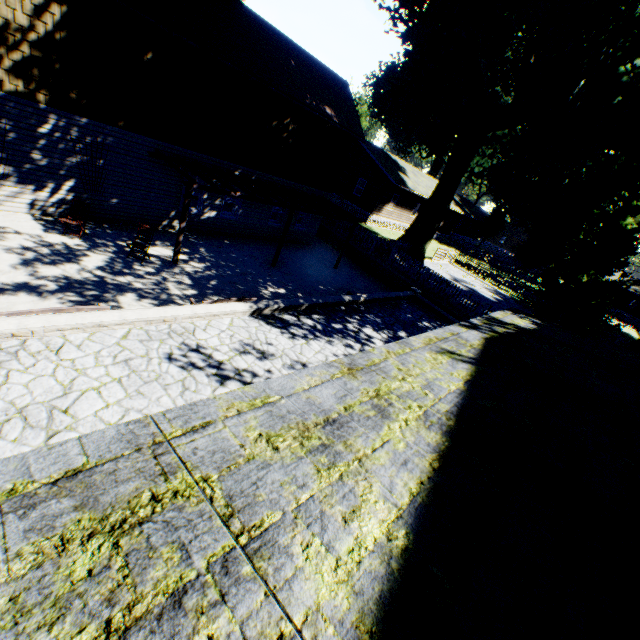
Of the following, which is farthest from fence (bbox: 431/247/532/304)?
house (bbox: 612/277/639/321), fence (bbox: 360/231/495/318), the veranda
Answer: the veranda

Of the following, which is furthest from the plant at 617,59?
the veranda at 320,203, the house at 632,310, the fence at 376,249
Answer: the veranda at 320,203

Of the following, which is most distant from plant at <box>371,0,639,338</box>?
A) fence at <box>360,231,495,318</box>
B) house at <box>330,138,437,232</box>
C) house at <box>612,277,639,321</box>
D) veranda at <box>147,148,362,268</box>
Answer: veranda at <box>147,148,362,268</box>

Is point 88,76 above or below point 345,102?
below

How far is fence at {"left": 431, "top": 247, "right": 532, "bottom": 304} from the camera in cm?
2856

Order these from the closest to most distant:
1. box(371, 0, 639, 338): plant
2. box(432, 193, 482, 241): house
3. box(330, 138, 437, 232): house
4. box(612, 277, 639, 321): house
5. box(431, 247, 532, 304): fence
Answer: box(371, 0, 639, 338): plant < box(431, 247, 532, 304): fence < box(330, 138, 437, 232): house < box(432, 193, 482, 241): house < box(612, 277, 639, 321): house

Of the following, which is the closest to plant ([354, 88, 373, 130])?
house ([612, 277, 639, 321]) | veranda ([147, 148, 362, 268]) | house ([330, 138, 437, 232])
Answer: house ([612, 277, 639, 321])

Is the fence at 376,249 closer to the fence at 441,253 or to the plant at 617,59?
the plant at 617,59
